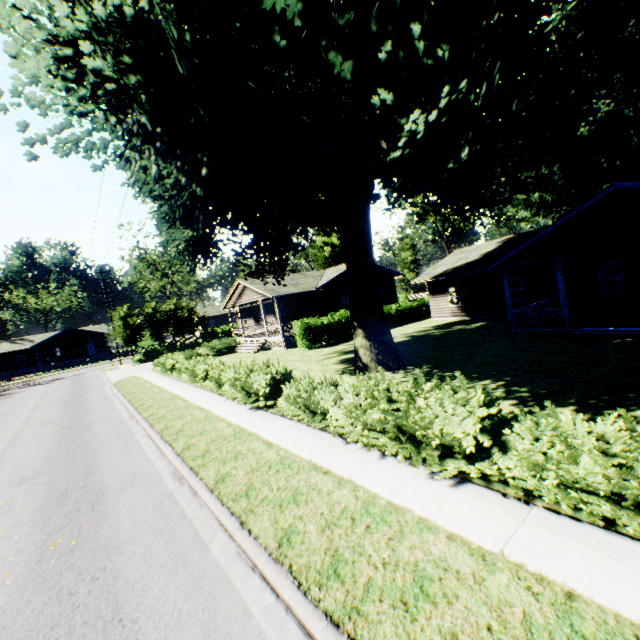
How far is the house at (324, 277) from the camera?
27.12m

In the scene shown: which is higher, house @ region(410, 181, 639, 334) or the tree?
the tree

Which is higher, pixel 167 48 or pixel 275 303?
pixel 167 48

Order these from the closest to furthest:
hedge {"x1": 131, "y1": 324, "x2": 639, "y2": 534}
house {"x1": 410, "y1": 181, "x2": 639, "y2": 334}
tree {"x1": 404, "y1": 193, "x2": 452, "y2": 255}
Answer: hedge {"x1": 131, "y1": 324, "x2": 639, "y2": 534}, house {"x1": 410, "y1": 181, "x2": 639, "y2": 334}, tree {"x1": 404, "y1": 193, "x2": 452, "y2": 255}

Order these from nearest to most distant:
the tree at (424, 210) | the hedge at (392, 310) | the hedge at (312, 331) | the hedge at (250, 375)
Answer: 1. the hedge at (250, 375)
2. the hedge at (312, 331)
3. the hedge at (392, 310)
4. the tree at (424, 210)

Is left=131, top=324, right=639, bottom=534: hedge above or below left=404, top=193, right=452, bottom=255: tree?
below

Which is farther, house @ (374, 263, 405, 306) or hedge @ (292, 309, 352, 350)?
house @ (374, 263, 405, 306)

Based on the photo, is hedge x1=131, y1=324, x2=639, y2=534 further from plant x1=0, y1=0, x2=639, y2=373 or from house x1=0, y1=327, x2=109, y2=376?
house x1=0, y1=327, x2=109, y2=376
